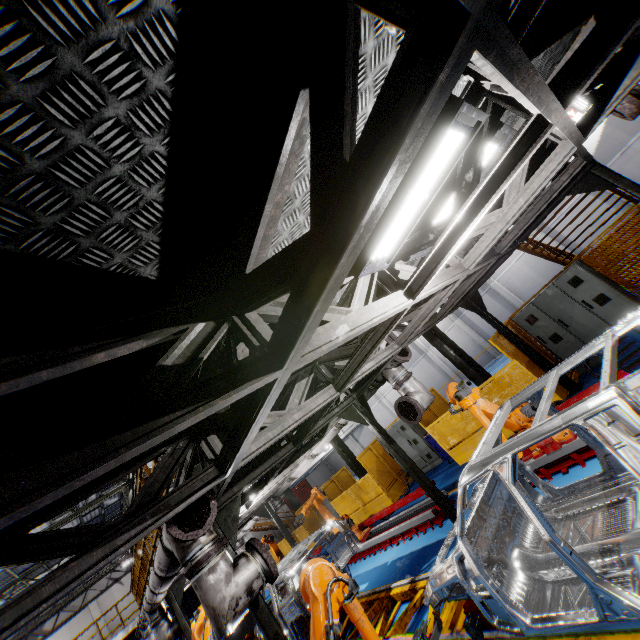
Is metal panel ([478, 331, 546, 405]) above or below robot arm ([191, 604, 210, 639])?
below

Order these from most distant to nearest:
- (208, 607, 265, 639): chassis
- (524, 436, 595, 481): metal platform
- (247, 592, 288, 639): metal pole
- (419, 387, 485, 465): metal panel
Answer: (419, 387, 485, 465): metal panel → (208, 607, 265, 639): chassis → (524, 436, 595, 481): metal platform → (247, 592, 288, 639): metal pole

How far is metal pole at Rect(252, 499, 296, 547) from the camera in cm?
1196

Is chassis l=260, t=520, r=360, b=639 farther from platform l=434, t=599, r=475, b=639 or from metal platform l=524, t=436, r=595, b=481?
metal platform l=524, t=436, r=595, b=481

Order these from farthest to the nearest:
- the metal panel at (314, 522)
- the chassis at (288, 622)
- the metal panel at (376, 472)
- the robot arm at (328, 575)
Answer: the metal panel at (314, 522)
the metal panel at (376, 472)
the chassis at (288, 622)
the robot arm at (328, 575)

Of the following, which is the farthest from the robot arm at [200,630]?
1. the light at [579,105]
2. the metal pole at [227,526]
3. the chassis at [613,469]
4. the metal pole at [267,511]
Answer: the light at [579,105]

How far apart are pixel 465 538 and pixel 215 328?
3.25m

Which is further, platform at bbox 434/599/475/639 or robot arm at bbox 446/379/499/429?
robot arm at bbox 446/379/499/429
